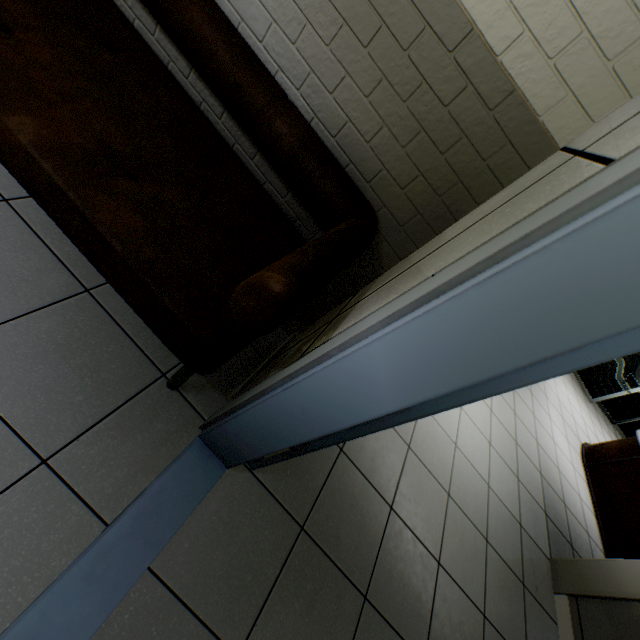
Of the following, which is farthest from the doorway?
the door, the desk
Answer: the door

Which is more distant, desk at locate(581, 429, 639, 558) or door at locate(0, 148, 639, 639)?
desk at locate(581, 429, 639, 558)

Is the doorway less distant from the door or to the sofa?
the door

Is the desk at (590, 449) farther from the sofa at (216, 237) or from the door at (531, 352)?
the sofa at (216, 237)

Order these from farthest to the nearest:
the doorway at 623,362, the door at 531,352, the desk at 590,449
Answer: the doorway at 623,362 < the desk at 590,449 < the door at 531,352

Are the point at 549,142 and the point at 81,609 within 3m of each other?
yes

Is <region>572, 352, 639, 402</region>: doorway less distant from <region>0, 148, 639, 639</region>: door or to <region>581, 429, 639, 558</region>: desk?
<region>581, 429, 639, 558</region>: desk
